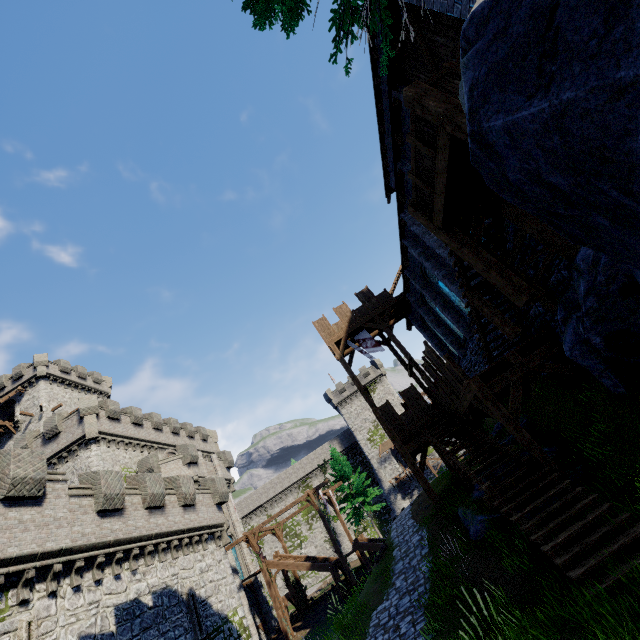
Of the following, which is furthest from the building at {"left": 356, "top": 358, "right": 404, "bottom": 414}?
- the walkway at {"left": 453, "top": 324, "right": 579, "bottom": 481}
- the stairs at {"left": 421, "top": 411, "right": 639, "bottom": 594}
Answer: the stairs at {"left": 421, "top": 411, "right": 639, "bottom": 594}

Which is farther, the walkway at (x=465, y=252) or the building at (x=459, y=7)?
the building at (x=459, y=7)

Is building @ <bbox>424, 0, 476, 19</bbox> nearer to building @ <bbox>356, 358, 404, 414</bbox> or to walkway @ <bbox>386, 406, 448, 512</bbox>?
walkway @ <bbox>386, 406, 448, 512</bbox>

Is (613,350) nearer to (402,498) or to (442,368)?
(442,368)

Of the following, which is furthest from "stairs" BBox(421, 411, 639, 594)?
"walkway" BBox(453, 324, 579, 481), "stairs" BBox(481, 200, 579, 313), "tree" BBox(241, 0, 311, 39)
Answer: "tree" BBox(241, 0, 311, 39)

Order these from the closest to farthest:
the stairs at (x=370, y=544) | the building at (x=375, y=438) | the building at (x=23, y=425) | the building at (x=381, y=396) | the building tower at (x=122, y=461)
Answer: the stairs at (x=370, y=544) → the building tower at (x=122, y=461) → the building at (x=23, y=425) → the building at (x=375, y=438) → the building at (x=381, y=396)

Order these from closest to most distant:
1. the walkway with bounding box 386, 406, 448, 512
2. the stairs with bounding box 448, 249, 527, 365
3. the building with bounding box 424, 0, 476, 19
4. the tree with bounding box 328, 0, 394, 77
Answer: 1. the tree with bounding box 328, 0, 394, 77
2. the building with bounding box 424, 0, 476, 19
3. the stairs with bounding box 448, 249, 527, 365
4. the walkway with bounding box 386, 406, 448, 512

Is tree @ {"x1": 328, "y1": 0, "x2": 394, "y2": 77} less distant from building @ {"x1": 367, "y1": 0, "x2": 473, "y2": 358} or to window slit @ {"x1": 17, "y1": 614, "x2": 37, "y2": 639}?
building @ {"x1": 367, "y1": 0, "x2": 473, "y2": 358}
